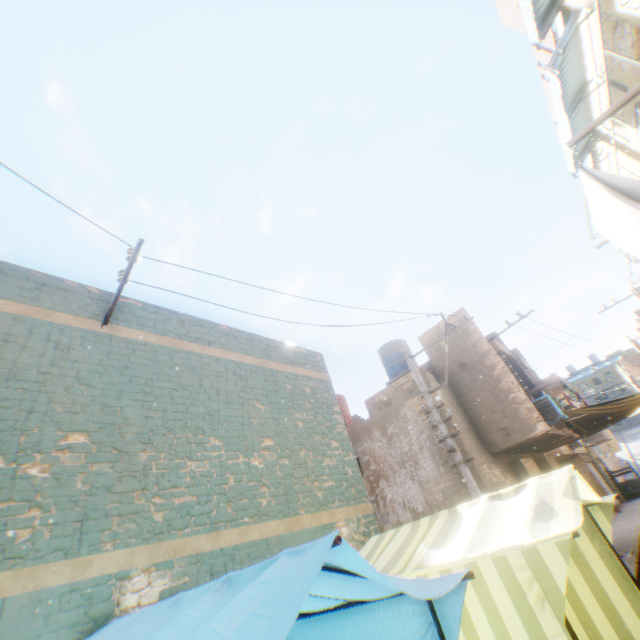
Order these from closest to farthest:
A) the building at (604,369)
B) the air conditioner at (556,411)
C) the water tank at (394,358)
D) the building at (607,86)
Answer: the building at (607,86), the air conditioner at (556,411), the water tank at (394,358), the building at (604,369)

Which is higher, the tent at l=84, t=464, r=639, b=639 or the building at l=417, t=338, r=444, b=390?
the building at l=417, t=338, r=444, b=390

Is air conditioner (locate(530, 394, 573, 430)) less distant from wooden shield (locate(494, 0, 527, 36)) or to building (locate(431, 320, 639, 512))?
building (locate(431, 320, 639, 512))

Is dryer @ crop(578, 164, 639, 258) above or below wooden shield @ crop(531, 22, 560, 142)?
below

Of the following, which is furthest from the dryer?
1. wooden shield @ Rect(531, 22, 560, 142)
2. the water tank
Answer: the water tank

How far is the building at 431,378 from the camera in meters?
10.7

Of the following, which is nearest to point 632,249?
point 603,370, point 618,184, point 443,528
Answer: point 618,184

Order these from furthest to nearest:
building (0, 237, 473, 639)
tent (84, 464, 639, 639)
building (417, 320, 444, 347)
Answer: building (417, 320, 444, 347) → building (0, 237, 473, 639) → tent (84, 464, 639, 639)
